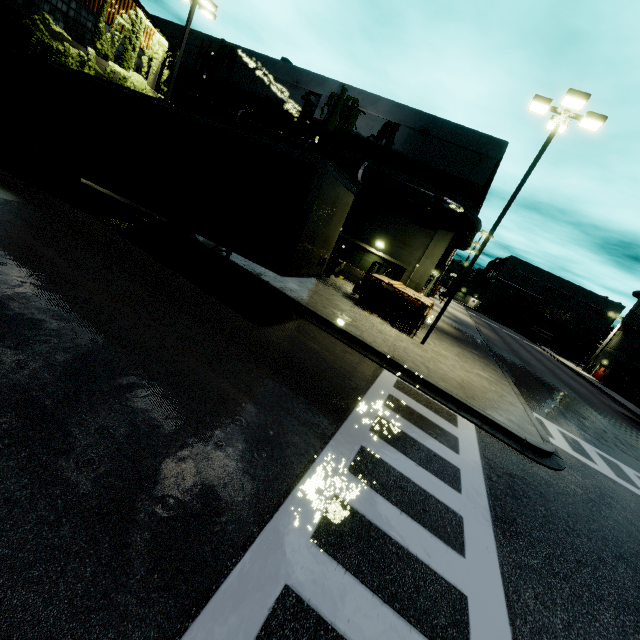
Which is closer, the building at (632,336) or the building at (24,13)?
the building at (24,13)

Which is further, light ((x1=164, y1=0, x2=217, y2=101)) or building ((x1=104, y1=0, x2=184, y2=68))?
light ((x1=164, y1=0, x2=217, y2=101))

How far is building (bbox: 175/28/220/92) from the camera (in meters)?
23.92

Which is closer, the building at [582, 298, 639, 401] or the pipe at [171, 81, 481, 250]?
the pipe at [171, 81, 481, 250]

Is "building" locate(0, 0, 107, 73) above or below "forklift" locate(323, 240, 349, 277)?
above

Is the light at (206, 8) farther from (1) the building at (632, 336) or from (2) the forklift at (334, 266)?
(2) the forklift at (334, 266)

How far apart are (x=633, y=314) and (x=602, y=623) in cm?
6158

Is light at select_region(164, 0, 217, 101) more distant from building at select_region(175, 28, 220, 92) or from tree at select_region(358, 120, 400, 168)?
tree at select_region(358, 120, 400, 168)
